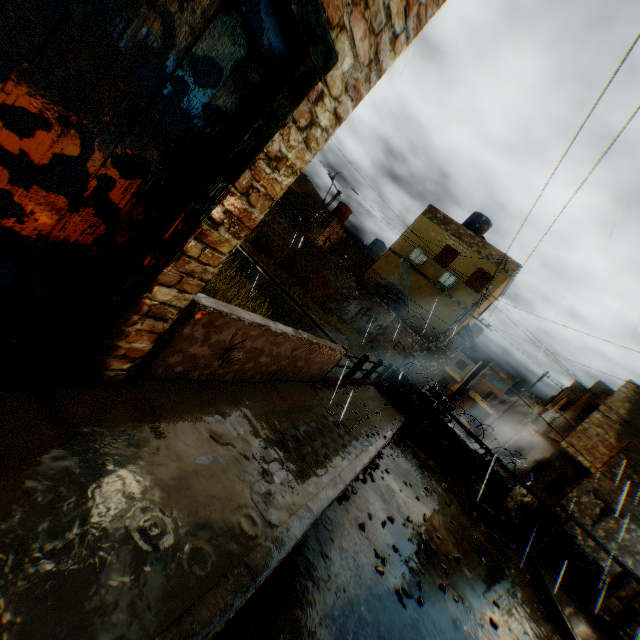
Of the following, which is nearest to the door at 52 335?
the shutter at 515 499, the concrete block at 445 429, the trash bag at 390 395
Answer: the concrete block at 445 429

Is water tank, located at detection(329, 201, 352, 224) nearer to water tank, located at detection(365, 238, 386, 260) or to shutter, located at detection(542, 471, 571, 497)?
water tank, located at detection(365, 238, 386, 260)

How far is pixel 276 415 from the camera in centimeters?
433cm

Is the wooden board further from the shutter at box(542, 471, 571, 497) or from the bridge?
the shutter at box(542, 471, 571, 497)

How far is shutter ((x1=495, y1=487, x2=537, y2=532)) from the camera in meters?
10.4 m

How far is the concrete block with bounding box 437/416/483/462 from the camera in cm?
1072

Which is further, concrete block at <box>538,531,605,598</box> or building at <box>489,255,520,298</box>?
building at <box>489,255,520,298</box>

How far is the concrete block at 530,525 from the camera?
10.52m
